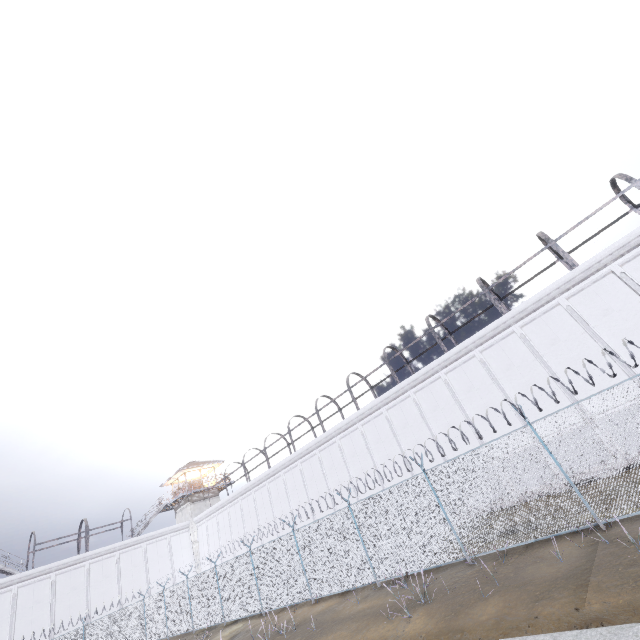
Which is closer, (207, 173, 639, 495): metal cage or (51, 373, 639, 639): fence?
(51, 373, 639, 639): fence

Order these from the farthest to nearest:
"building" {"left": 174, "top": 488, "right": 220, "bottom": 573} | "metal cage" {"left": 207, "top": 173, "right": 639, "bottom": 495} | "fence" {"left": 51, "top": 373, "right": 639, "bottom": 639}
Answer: "building" {"left": 174, "top": 488, "right": 220, "bottom": 573}, "metal cage" {"left": 207, "top": 173, "right": 639, "bottom": 495}, "fence" {"left": 51, "top": 373, "right": 639, "bottom": 639}

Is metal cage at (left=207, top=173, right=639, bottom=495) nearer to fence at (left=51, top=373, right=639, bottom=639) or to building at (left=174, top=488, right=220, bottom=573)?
fence at (left=51, top=373, right=639, bottom=639)

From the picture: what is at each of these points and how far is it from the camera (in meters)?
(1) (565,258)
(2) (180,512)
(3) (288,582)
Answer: (1) metal cage, 16.67
(2) building, 39.38
(3) fence, 15.37

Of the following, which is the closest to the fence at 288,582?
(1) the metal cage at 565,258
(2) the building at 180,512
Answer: (1) the metal cage at 565,258

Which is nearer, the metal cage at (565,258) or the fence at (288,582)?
the fence at (288,582)
